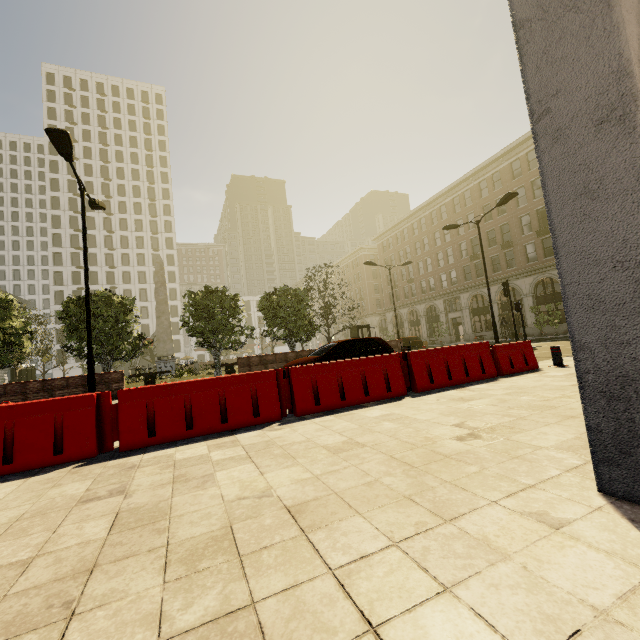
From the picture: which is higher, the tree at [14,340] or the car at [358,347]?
the tree at [14,340]

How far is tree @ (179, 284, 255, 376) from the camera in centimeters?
1891cm

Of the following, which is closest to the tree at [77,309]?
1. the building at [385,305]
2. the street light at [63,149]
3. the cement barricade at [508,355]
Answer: the building at [385,305]

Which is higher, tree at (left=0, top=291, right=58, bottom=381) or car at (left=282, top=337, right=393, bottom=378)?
tree at (left=0, top=291, right=58, bottom=381)

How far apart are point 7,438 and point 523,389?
8.3 meters

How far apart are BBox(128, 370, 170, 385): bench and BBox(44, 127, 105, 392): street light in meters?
12.6

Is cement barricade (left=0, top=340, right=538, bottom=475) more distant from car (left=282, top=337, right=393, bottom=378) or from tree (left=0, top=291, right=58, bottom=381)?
tree (left=0, top=291, right=58, bottom=381)
